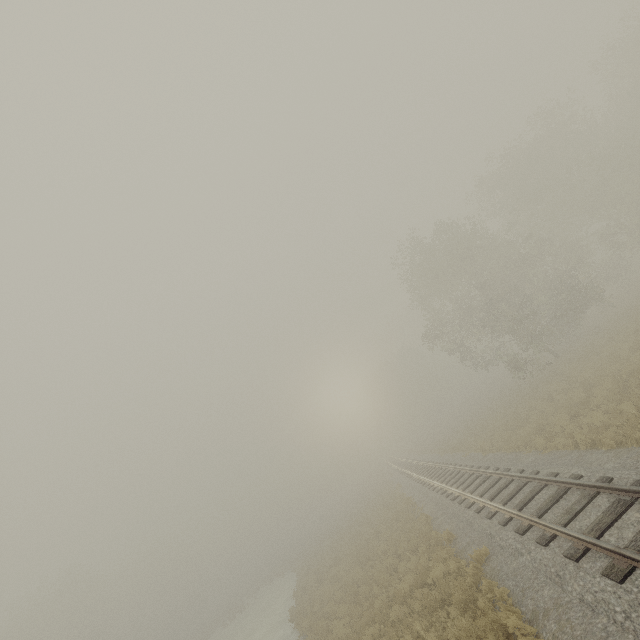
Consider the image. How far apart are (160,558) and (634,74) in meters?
92.8 m
